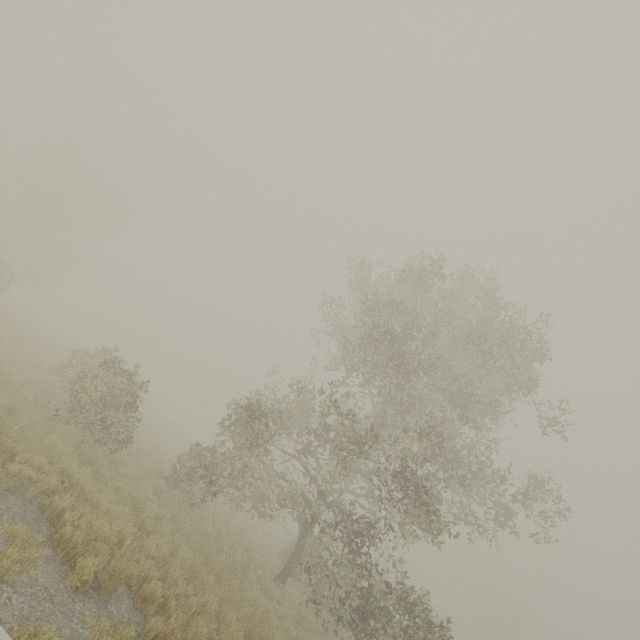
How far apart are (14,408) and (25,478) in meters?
3.2 m

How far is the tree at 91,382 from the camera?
11.6m

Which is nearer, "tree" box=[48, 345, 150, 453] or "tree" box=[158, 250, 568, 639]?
"tree" box=[158, 250, 568, 639]

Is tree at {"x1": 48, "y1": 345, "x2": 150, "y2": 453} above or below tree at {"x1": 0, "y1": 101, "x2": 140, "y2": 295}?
below

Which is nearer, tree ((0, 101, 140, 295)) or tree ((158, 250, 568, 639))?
tree ((158, 250, 568, 639))

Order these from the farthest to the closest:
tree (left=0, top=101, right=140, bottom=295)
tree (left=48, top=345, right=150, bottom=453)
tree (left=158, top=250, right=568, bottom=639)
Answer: tree (left=0, top=101, right=140, bottom=295) → tree (left=48, top=345, right=150, bottom=453) → tree (left=158, top=250, right=568, bottom=639)

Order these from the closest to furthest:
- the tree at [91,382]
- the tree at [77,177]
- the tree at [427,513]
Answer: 1. the tree at [427,513]
2. the tree at [91,382]
3. the tree at [77,177]

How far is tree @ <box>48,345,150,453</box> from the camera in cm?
1164
